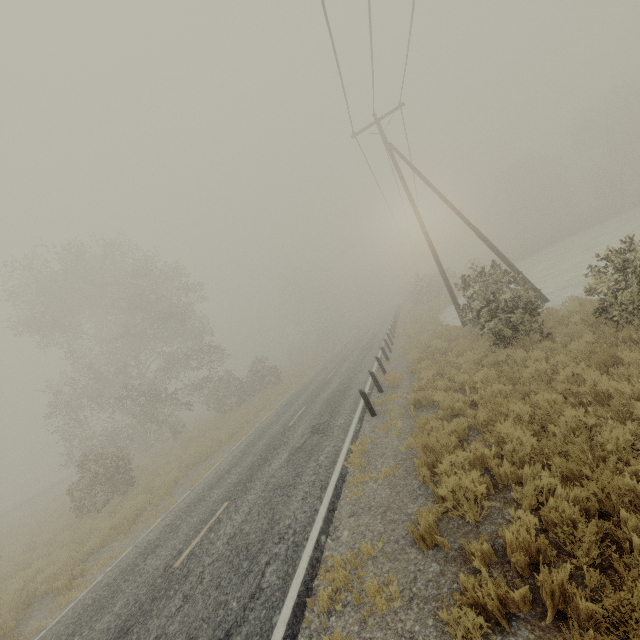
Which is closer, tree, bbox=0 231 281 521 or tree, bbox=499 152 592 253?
tree, bbox=0 231 281 521

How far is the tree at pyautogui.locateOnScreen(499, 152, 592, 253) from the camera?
52.2m

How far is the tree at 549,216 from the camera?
52.2m

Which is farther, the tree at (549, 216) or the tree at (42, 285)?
the tree at (549, 216)

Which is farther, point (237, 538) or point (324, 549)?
point (237, 538)
